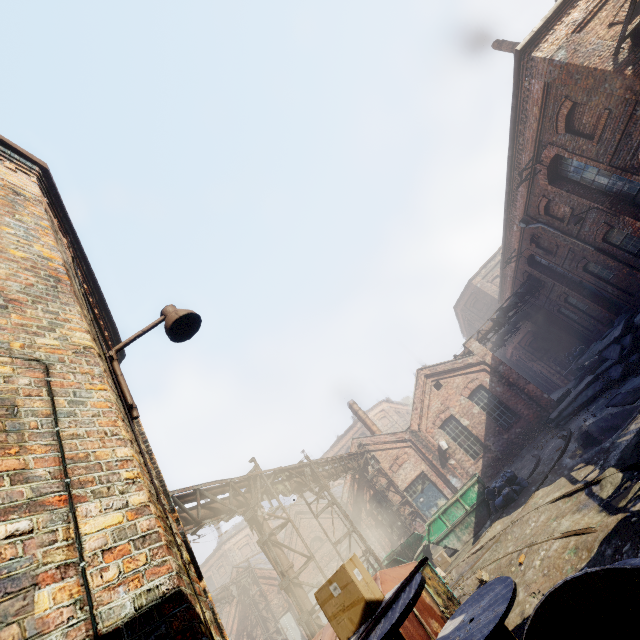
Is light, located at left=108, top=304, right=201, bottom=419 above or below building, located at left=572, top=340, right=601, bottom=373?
above

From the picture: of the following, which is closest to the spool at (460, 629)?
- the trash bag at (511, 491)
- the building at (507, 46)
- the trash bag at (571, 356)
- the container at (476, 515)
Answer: the trash bag at (511, 491)

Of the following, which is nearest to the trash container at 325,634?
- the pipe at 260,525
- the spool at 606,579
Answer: the pipe at 260,525

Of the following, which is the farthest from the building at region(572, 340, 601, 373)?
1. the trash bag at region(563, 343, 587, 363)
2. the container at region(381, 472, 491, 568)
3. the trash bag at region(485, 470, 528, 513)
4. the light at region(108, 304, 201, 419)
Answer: the light at region(108, 304, 201, 419)

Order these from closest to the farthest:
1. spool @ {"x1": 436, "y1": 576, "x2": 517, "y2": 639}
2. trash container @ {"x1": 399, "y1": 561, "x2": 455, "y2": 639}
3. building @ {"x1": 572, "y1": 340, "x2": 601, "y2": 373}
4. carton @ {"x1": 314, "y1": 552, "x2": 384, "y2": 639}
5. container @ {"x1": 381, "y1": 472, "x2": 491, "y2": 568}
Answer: carton @ {"x1": 314, "y1": 552, "x2": 384, "y2": 639} → spool @ {"x1": 436, "y1": 576, "x2": 517, "y2": 639} → trash container @ {"x1": 399, "y1": 561, "x2": 455, "y2": 639} → container @ {"x1": 381, "y1": 472, "x2": 491, "y2": 568} → building @ {"x1": 572, "y1": 340, "x2": 601, "y2": 373}

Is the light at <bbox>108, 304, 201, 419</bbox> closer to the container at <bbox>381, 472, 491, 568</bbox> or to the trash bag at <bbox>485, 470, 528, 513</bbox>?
the trash bag at <bbox>485, 470, 528, 513</bbox>

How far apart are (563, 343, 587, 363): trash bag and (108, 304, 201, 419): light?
29.7 meters

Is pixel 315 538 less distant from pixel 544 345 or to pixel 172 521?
pixel 172 521
